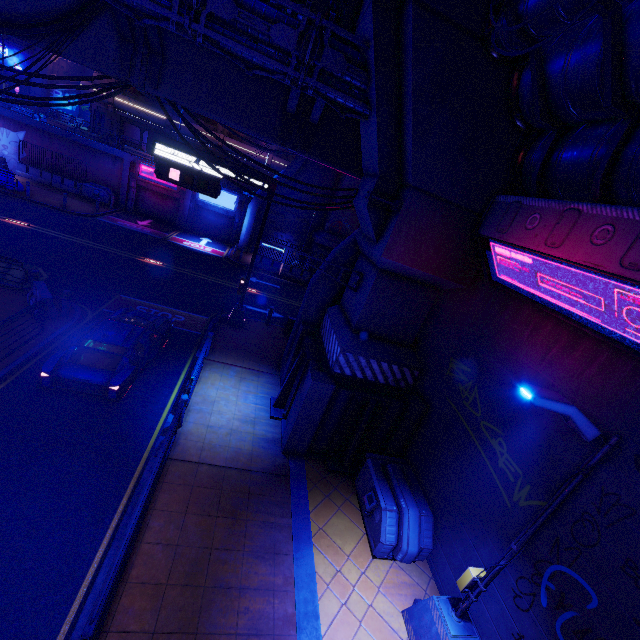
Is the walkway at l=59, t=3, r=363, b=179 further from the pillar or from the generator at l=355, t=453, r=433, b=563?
the generator at l=355, t=453, r=433, b=563

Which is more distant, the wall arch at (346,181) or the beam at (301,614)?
the wall arch at (346,181)

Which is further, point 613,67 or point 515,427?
point 515,427

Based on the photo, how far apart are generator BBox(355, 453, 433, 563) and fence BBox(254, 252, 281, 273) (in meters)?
19.81

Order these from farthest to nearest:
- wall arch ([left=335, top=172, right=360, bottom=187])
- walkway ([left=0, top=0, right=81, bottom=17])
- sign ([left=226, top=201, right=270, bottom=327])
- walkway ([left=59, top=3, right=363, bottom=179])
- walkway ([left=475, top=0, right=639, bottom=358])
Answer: wall arch ([left=335, top=172, right=360, bottom=187])
sign ([left=226, top=201, right=270, bottom=327])
walkway ([left=59, top=3, right=363, bottom=179])
walkway ([left=0, top=0, right=81, bottom=17])
walkway ([left=475, top=0, right=639, bottom=358])

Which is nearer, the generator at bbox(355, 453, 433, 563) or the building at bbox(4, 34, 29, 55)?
the generator at bbox(355, 453, 433, 563)

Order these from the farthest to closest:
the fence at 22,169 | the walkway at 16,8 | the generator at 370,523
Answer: the fence at 22,169
the walkway at 16,8
the generator at 370,523
